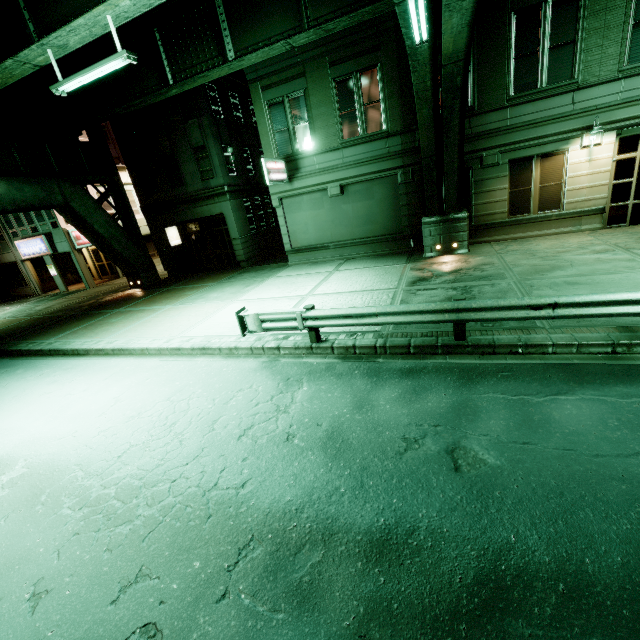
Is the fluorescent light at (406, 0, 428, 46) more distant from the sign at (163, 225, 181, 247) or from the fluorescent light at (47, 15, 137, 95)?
the sign at (163, 225, 181, 247)

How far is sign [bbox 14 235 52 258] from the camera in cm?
2411

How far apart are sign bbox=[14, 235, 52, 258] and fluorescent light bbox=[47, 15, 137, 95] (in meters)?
18.14

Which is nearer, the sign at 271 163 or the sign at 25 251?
the sign at 271 163

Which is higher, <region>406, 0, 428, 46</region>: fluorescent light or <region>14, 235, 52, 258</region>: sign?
<region>406, 0, 428, 46</region>: fluorescent light

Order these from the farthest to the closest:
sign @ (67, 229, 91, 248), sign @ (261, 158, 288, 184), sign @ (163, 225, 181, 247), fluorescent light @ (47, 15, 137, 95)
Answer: sign @ (67, 229, 91, 248), sign @ (163, 225, 181, 247), sign @ (261, 158, 288, 184), fluorescent light @ (47, 15, 137, 95)

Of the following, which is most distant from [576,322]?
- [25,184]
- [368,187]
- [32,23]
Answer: [25,184]

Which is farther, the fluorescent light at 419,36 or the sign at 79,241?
the sign at 79,241
